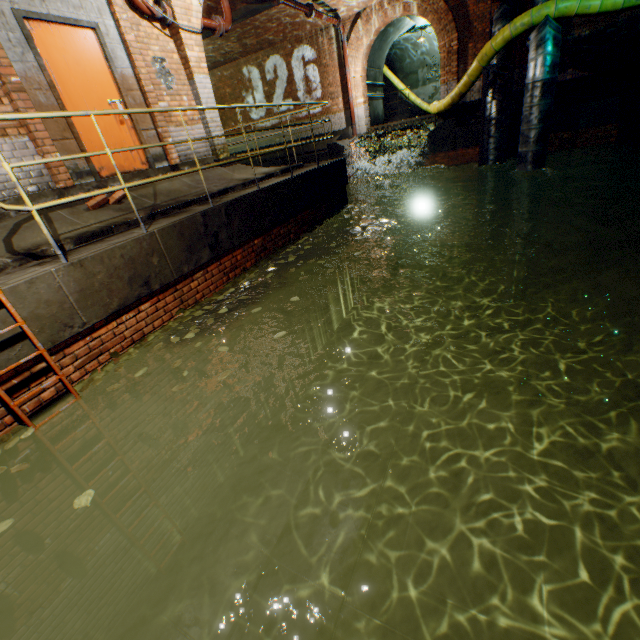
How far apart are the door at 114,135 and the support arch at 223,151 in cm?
165

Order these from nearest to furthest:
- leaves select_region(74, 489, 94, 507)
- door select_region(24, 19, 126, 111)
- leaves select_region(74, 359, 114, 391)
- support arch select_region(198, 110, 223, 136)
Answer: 1. leaves select_region(74, 489, 94, 507)
2. leaves select_region(74, 359, 114, 391)
3. door select_region(24, 19, 126, 111)
4. support arch select_region(198, 110, 223, 136)

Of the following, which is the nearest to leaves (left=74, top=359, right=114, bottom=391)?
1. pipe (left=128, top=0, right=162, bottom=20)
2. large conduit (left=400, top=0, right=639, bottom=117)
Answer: pipe (left=128, top=0, right=162, bottom=20)

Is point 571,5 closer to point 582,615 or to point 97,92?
point 97,92

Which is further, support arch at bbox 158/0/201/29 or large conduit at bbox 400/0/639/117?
large conduit at bbox 400/0/639/117

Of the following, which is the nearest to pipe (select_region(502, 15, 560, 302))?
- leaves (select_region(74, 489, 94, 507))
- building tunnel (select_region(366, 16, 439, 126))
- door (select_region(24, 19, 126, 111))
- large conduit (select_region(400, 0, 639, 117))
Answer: large conduit (select_region(400, 0, 639, 117))

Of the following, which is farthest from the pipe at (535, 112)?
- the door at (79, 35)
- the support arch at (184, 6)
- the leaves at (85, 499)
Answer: the leaves at (85, 499)

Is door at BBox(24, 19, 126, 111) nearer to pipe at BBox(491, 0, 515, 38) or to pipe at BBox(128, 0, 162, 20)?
pipe at BBox(128, 0, 162, 20)
